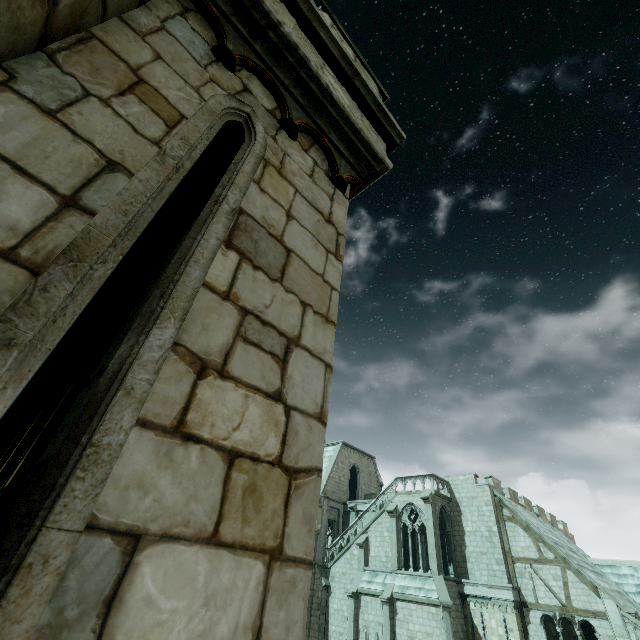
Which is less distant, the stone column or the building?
the stone column

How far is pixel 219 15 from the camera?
2.1 meters

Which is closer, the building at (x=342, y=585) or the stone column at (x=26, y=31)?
the stone column at (x=26, y=31)
